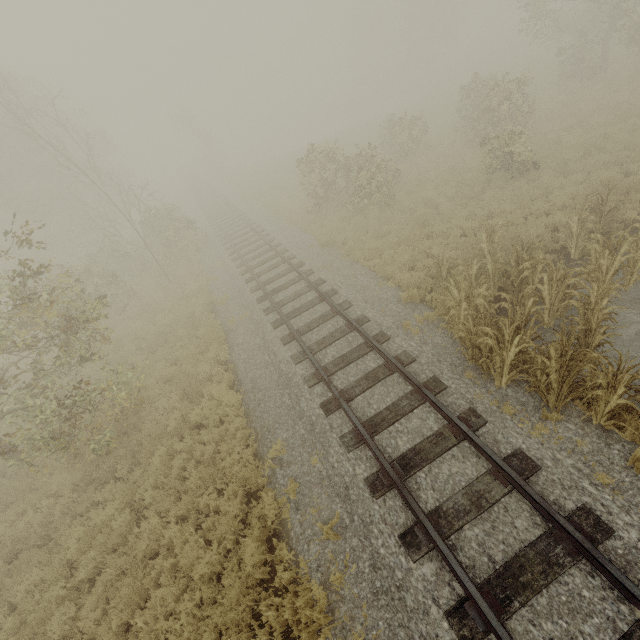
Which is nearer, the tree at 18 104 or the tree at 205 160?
the tree at 18 104

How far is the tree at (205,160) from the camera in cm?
3891

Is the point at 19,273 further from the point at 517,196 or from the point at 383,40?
the point at 383,40

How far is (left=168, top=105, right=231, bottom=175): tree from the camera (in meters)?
38.91

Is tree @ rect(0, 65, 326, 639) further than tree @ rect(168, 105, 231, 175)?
No
